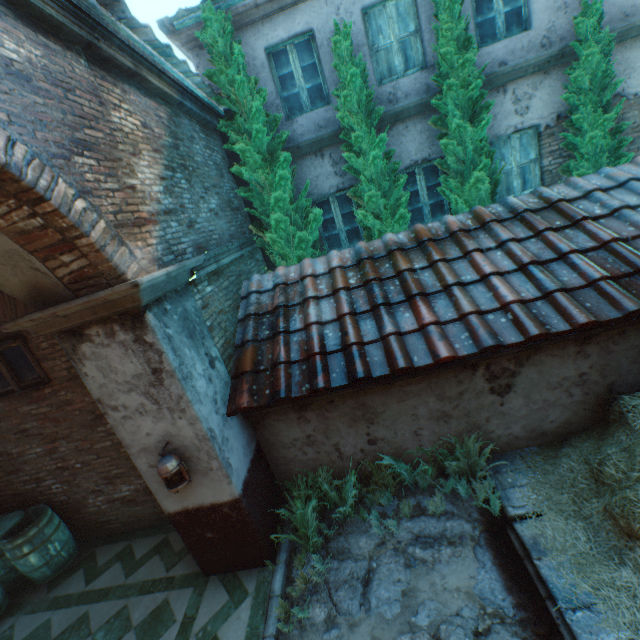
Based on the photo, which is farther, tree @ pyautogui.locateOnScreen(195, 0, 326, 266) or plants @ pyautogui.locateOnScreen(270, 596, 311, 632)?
tree @ pyautogui.locateOnScreen(195, 0, 326, 266)

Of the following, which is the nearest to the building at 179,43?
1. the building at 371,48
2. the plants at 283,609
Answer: the building at 371,48

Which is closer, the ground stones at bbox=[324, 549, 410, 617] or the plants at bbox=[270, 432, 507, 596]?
the ground stones at bbox=[324, 549, 410, 617]

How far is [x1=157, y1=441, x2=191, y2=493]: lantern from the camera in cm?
340

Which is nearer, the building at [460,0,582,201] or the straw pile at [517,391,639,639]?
the straw pile at [517,391,639,639]

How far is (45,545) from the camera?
5.0 meters

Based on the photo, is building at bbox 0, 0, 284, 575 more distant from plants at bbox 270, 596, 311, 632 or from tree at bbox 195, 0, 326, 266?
tree at bbox 195, 0, 326, 266

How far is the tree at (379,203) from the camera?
5.7 meters
